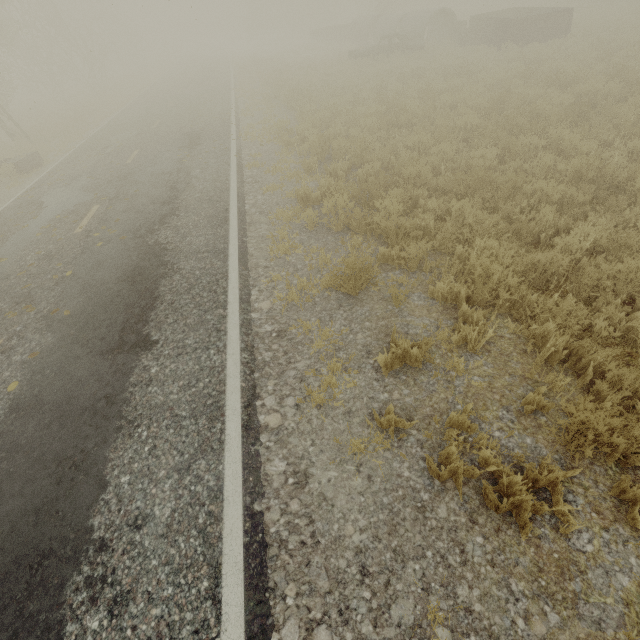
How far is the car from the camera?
18.55m

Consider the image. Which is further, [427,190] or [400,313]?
[427,190]

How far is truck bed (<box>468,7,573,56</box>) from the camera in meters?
15.4

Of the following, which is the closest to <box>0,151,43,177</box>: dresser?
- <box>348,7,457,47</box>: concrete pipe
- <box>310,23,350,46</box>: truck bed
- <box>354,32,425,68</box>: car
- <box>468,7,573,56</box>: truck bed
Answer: <box>354,32,425,68</box>: car

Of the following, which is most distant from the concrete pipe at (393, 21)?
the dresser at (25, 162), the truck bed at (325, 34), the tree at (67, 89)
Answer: the dresser at (25, 162)

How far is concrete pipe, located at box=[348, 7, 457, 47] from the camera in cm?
2061

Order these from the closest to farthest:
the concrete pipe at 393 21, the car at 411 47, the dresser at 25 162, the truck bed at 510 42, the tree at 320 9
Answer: the dresser at 25 162, the tree at 320 9, the truck bed at 510 42, the car at 411 47, the concrete pipe at 393 21

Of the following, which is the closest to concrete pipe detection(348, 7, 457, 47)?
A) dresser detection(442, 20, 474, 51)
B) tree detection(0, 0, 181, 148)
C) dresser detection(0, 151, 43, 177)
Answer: dresser detection(442, 20, 474, 51)
